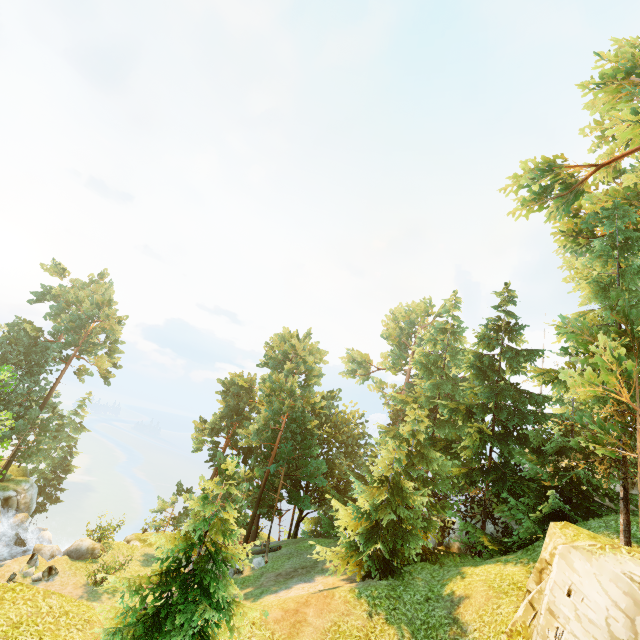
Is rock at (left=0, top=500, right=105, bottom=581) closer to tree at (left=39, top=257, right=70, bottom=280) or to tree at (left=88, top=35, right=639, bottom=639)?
tree at (left=88, top=35, right=639, bottom=639)

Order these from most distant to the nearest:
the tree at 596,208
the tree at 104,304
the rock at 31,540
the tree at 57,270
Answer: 1. the tree at 57,270
2. the tree at 104,304
3. the rock at 31,540
4. the tree at 596,208

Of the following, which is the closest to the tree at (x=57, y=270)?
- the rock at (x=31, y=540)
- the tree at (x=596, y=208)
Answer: the tree at (x=596, y=208)

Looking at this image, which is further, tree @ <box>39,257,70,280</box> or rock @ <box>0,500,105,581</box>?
tree @ <box>39,257,70,280</box>

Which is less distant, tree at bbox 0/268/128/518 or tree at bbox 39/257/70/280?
tree at bbox 0/268/128/518

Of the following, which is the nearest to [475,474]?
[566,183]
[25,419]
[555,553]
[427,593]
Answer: [427,593]
